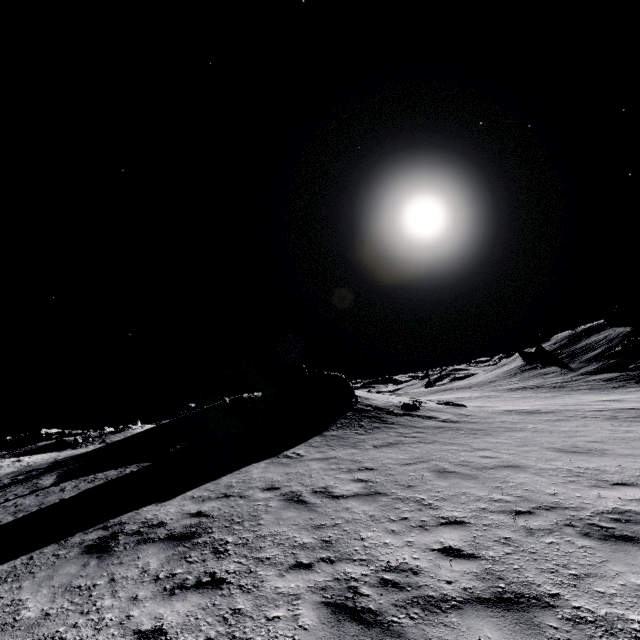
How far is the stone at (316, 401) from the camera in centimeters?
2033cm

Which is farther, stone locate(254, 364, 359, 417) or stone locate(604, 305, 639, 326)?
stone locate(604, 305, 639, 326)

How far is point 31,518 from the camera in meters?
9.7

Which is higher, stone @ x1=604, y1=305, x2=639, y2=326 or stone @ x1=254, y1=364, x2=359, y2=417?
stone @ x1=604, y1=305, x2=639, y2=326

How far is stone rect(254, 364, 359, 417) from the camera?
20.33m

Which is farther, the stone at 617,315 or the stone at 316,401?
the stone at 617,315
